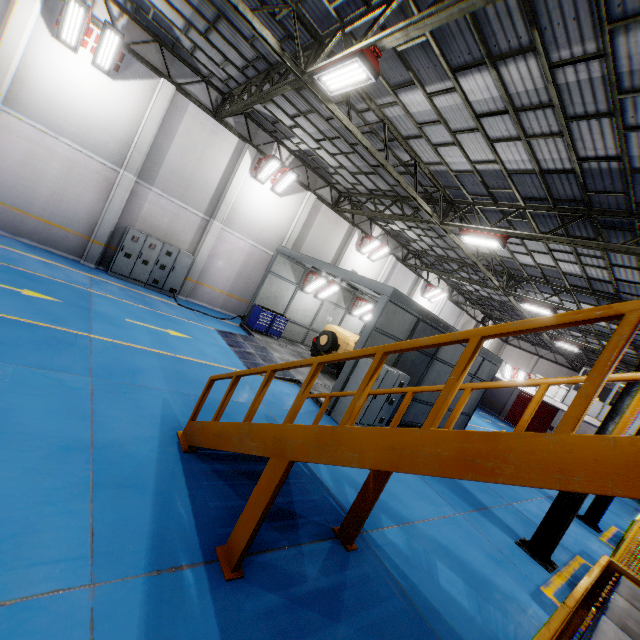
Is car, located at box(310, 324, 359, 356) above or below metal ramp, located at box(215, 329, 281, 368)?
above

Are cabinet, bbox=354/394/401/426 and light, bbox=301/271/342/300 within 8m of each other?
yes

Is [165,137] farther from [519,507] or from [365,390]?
[519,507]

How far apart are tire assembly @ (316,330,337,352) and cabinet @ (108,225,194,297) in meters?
6.8 m

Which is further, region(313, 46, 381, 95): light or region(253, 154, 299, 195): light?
region(253, 154, 299, 195): light

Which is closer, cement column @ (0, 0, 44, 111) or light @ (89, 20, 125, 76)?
cement column @ (0, 0, 44, 111)

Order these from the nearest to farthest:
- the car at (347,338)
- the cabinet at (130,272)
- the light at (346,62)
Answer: the light at (346,62) < the cabinet at (130,272) < the car at (347,338)

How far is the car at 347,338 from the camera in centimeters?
1407cm
